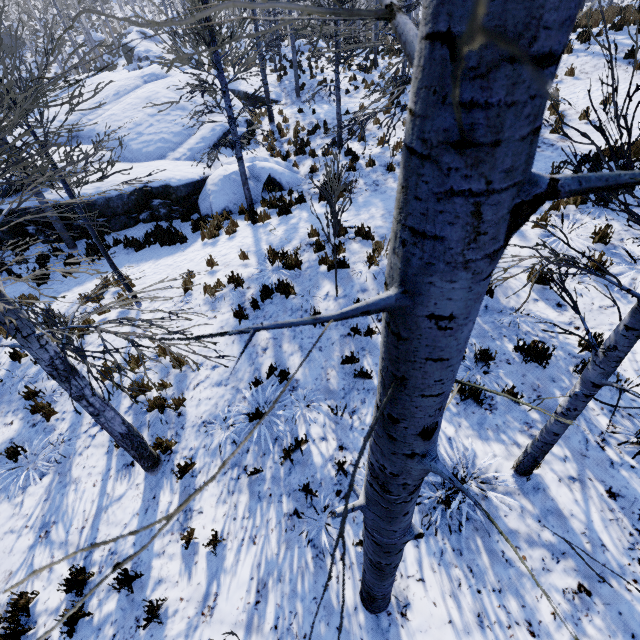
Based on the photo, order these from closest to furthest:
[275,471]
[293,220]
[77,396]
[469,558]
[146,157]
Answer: [77,396], [469,558], [275,471], [293,220], [146,157]

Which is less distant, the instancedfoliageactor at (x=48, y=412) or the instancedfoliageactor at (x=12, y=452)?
the instancedfoliageactor at (x=12, y=452)

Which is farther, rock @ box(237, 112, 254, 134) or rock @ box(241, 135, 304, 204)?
rock @ box(237, 112, 254, 134)

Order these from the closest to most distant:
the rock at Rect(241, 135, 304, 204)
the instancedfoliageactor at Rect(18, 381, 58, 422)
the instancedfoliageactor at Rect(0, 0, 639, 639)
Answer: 1. the instancedfoliageactor at Rect(0, 0, 639, 639)
2. the instancedfoliageactor at Rect(18, 381, 58, 422)
3. the rock at Rect(241, 135, 304, 204)

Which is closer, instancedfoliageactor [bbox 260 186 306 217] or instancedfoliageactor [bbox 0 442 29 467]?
instancedfoliageactor [bbox 0 442 29 467]

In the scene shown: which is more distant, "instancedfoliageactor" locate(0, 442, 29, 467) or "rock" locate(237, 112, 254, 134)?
"rock" locate(237, 112, 254, 134)

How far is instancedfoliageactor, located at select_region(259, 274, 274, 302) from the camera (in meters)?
6.77
